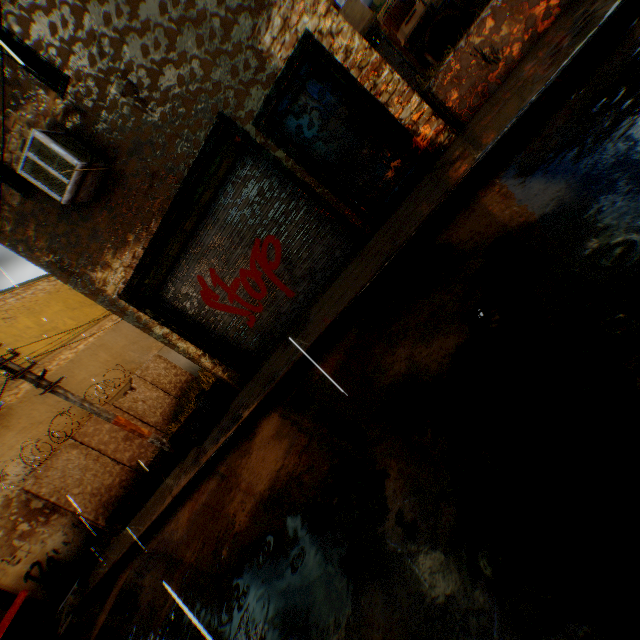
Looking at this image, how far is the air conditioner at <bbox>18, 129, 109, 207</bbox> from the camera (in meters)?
5.10

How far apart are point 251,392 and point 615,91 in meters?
6.6

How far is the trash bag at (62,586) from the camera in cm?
Result: 997

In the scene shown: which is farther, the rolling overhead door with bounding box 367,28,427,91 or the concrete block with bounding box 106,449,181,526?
the rolling overhead door with bounding box 367,28,427,91

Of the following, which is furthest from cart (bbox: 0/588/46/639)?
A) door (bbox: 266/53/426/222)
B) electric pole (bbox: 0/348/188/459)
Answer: door (bbox: 266/53/426/222)

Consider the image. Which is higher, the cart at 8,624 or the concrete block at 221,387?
the cart at 8,624

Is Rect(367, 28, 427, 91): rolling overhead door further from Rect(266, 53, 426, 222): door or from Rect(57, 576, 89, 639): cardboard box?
Rect(57, 576, 89, 639): cardboard box

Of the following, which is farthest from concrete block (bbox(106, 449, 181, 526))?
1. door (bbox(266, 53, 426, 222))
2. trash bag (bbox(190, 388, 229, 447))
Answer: door (bbox(266, 53, 426, 222))
